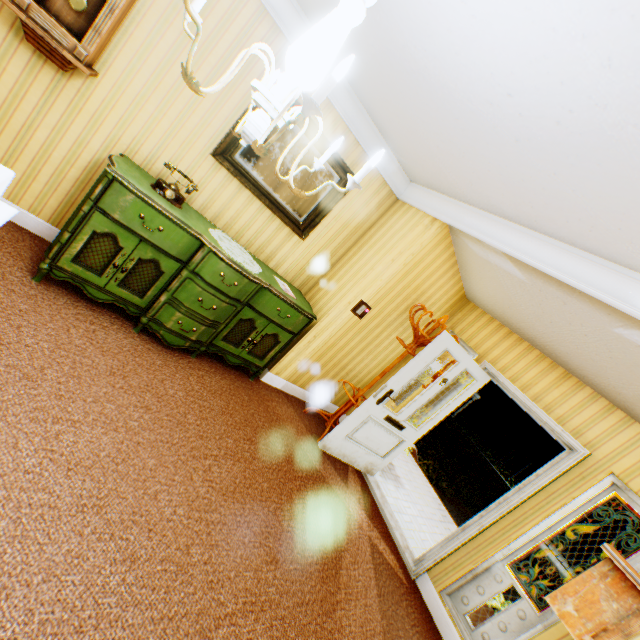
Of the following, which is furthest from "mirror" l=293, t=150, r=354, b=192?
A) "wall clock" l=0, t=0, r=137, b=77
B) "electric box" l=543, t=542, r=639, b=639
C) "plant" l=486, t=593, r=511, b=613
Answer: "plant" l=486, t=593, r=511, b=613

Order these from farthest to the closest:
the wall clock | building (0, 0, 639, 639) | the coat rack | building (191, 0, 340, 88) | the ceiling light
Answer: the coat rack → building (191, 0, 340, 88) → the wall clock → building (0, 0, 639, 639) → the ceiling light

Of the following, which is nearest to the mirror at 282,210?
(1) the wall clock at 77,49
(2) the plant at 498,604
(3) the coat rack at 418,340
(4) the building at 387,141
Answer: (4) the building at 387,141

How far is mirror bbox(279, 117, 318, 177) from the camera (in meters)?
3.43

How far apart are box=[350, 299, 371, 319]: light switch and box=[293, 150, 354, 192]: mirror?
1.1m

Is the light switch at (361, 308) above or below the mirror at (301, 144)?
below

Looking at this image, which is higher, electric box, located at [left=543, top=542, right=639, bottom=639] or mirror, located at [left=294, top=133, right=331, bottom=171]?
mirror, located at [left=294, top=133, right=331, bottom=171]

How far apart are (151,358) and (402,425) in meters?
3.1
